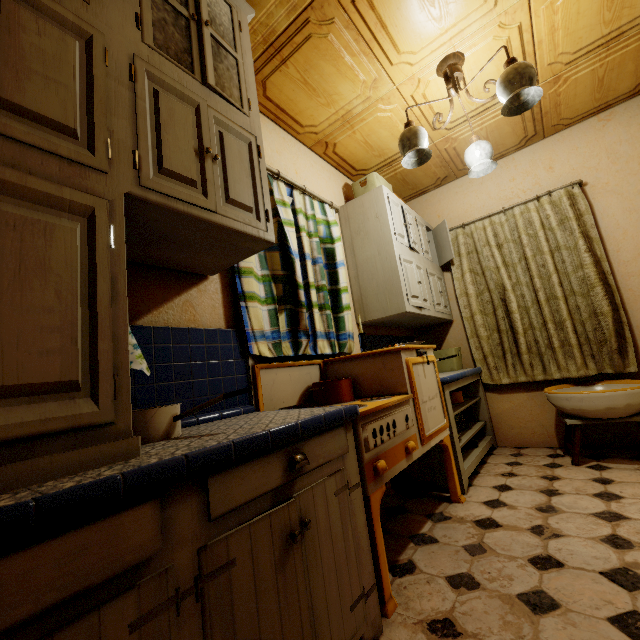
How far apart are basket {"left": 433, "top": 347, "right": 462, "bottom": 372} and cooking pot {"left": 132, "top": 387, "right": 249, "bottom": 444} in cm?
267

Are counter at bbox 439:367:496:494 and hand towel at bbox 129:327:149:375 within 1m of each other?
no

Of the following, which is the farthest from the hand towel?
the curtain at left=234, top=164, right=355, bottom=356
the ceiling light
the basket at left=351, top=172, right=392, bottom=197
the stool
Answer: the stool

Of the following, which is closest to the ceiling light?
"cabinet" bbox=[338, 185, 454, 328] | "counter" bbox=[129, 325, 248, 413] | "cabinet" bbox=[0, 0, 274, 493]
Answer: "cabinet" bbox=[338, 185, 454, 328]

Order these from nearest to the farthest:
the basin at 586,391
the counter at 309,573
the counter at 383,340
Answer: the counter at 309,573, the basin at 586,391, the counter at 383,340

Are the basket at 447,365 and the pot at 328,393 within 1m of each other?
no

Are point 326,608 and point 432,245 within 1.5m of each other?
no

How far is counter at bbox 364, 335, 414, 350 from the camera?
2.9 meters
